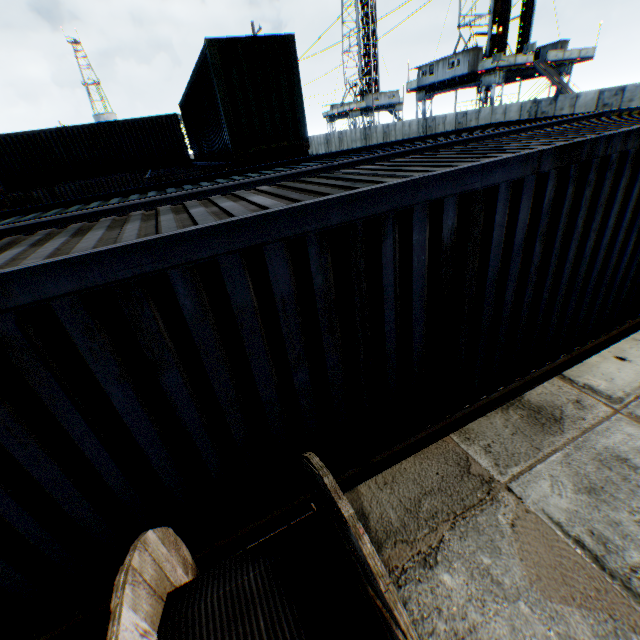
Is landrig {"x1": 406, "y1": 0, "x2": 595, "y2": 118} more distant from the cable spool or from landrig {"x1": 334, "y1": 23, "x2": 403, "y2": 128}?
the cable spool

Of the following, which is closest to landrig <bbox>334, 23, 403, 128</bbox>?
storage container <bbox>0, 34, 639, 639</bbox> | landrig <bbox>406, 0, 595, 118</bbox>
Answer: landrig <bbox>406, 0, 595, 118</bbox>

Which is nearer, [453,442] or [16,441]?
[16,441]

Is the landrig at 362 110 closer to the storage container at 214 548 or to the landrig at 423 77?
the landrig at 423 77

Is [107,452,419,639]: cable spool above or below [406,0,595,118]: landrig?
below

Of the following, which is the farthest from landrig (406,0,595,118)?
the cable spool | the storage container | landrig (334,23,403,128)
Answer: the cable spool

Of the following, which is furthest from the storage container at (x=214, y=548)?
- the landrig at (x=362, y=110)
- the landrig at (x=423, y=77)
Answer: the landrig at (x=362, y=110)

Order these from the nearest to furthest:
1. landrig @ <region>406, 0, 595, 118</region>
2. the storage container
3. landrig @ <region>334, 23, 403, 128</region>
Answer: the storage container, landrig @ <region>406, 0, 595, 118</region>, landrig @ <region>334, 23, 403, 128</region>
